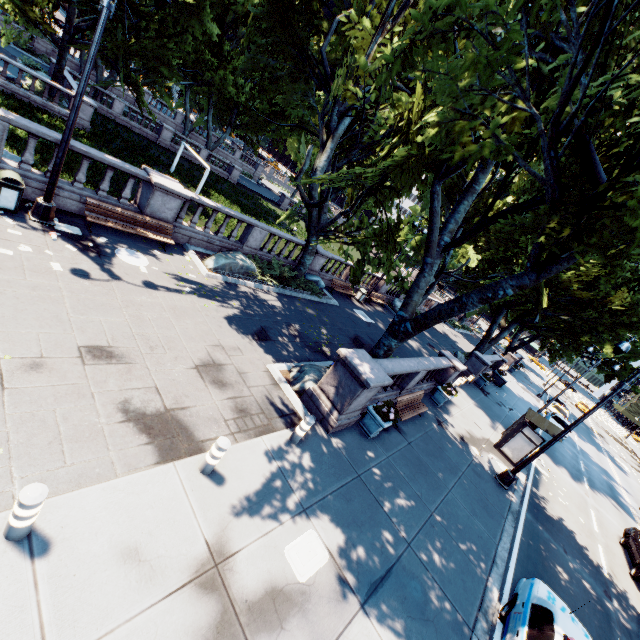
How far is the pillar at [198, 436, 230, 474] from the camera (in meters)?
5.87

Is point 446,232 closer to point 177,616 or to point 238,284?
point 238,284

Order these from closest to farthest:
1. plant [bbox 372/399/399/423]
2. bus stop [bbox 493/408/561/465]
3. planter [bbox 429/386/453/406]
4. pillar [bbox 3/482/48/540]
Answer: A:
pillar [bbox 3/482/48/540]
plant [bbox 372/399/399/423]
bus stop [bbox 493/408/561/465]
planter [bbox 429/386/453/406]

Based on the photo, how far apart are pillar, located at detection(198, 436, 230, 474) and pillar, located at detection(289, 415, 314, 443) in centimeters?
233cm

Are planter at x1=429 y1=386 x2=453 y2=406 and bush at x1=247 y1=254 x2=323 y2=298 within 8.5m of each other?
no

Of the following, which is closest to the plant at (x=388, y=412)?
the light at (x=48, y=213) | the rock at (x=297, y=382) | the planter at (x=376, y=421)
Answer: the planter at (x=376, y=421)

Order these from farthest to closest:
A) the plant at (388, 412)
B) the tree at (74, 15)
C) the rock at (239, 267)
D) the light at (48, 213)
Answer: the tree at (74, 15), the rock at (239, 267), the plant at (388, 412), the light at (48, 213)

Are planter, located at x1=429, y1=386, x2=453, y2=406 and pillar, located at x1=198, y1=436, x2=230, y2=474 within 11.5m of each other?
no
